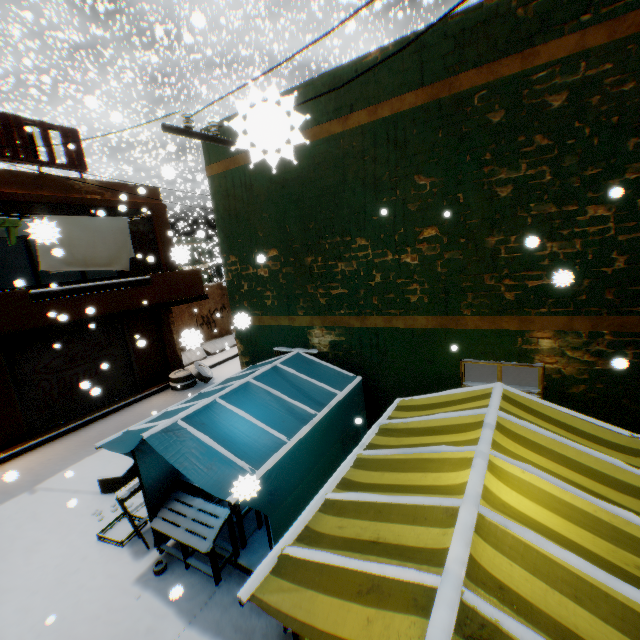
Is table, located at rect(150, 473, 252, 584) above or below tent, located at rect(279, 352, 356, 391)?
below

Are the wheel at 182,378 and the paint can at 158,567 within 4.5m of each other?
no

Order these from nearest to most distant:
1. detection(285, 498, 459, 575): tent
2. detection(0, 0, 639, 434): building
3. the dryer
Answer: detection(285, 498, 459, 575): tent < detection(0, 0, 639, 434): building < the dryer

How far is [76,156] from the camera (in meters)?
9.31

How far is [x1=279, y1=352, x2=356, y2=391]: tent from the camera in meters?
5.4

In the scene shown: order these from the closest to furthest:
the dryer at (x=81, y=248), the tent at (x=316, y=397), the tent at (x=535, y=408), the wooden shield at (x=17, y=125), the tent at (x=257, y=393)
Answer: the tent at (x=535, y=408) < the tent at (x=257, y=393) < the tent at (x=316, y=397) < the dryer at (x=81, y=248) < the wooden shield at (x=17, y=125)
